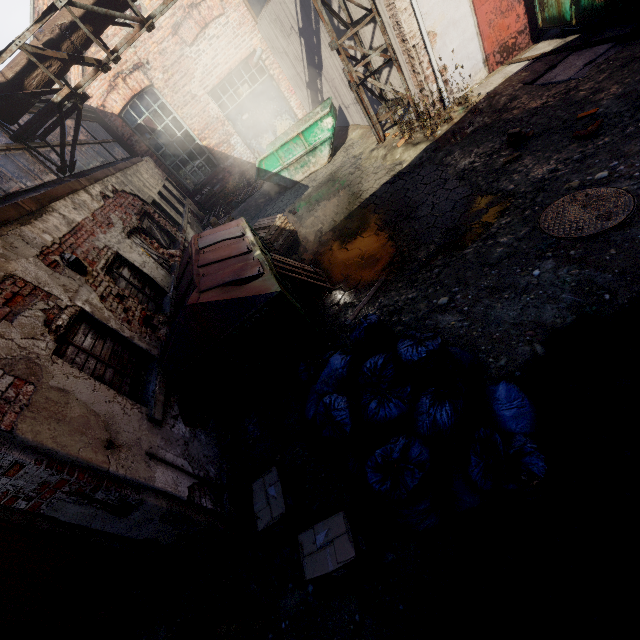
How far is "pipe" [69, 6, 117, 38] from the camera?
6.1m

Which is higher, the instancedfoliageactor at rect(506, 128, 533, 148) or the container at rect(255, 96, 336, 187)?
the container at rect(255, 96, 336, 187)

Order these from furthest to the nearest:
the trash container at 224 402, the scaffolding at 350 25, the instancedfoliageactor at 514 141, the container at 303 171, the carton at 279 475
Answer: the container at 303 171
the scaffolding at 350 25
the instancedfoliageactor at 514 141
the trash container at 224 402
the carton at 279 475

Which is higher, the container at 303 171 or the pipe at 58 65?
the pipe at 58 65

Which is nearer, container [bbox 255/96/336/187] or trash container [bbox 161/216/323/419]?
trash container [bbox 161/216/323/419]

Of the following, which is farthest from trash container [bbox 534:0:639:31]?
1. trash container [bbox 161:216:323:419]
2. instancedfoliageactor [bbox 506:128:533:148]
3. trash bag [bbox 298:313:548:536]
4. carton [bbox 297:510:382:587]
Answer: carton [bbox 297:510:382:587]

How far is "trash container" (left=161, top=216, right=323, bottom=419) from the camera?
4.16m

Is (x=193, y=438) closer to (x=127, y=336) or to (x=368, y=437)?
(x=127, y=336)
